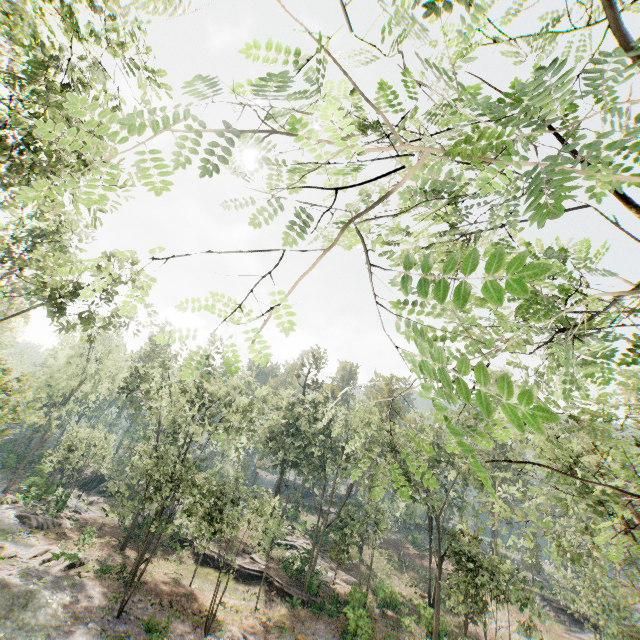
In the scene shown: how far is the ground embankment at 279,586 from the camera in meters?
28.1 m

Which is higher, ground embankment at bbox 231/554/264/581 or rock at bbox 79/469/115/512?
ground embankment at bbox 231/554/264/581

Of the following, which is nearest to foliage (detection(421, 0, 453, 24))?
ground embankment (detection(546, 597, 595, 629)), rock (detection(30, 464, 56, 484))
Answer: rock (detection(30, 464, 56, 484))

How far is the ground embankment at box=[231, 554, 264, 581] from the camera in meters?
31.0 m

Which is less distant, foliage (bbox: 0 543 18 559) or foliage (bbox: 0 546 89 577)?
foliage (bbox: 0 546 89 577)

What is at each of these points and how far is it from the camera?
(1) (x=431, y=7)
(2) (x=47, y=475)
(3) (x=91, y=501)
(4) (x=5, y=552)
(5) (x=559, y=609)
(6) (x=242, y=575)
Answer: (1) foliage, 2.13m
(2) rock, 42.94m
(3) rock, 42.25m
(4) foliage, 22.48m
(5) ground embankment, 41.56m
(6) ground embankment, 31.03m

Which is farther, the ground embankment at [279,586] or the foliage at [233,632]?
the ground embankment at [279,586]

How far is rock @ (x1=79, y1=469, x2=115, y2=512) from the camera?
41.84m
